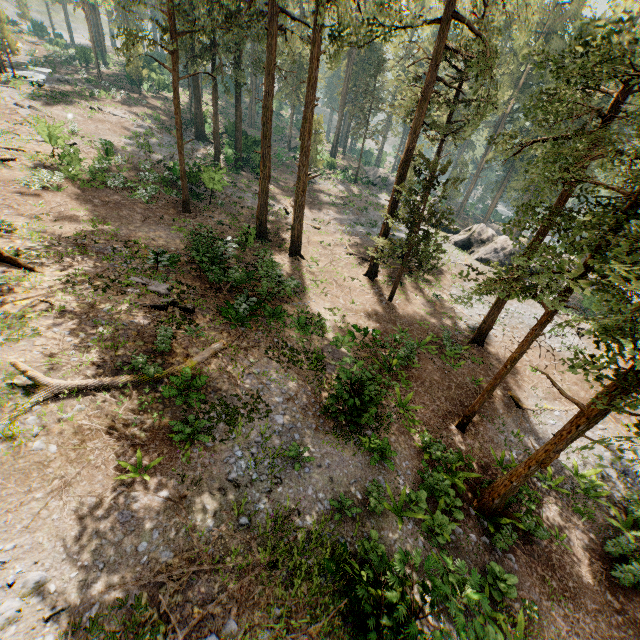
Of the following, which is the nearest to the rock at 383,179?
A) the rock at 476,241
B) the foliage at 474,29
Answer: the rock at 476,241

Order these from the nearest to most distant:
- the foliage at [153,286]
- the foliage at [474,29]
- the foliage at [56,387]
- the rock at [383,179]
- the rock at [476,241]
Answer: the foliage at [474,29] < the foliage at [56,387] < the foliage at [153,286] < the rock at [476,241] < the rock at [383,179]

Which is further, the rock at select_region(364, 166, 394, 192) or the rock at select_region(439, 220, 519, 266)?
the rock at select_region(364, 166, 394, 192)

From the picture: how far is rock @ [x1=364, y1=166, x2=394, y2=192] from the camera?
47.8 meters

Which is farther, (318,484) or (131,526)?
(318,484)

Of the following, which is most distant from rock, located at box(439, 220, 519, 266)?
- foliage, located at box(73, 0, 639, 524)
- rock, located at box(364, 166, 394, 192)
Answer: foliage, located at box(73, 0, 639, 524)

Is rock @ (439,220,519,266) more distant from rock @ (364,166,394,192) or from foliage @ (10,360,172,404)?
foliage @ (10,360,172,404)
